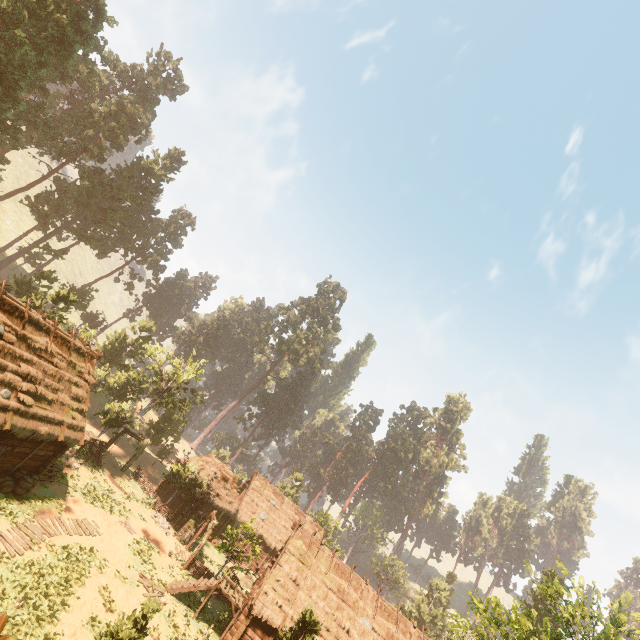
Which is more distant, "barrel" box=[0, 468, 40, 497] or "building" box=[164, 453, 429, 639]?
"building" box=[164, 453, 429, 639]

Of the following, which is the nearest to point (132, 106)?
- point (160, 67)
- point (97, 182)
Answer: point (160, 67)

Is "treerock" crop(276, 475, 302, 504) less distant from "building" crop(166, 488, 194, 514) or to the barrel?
"building" crop(166, 488, 194, 514)

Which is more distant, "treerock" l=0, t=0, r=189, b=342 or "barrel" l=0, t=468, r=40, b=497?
"treerock" l=0, t=0, r=189, b=342

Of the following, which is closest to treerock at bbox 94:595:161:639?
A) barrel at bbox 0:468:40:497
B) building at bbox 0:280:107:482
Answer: building at bbox 0:280:107:482

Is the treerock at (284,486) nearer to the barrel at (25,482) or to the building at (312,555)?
the building at (312,555)
